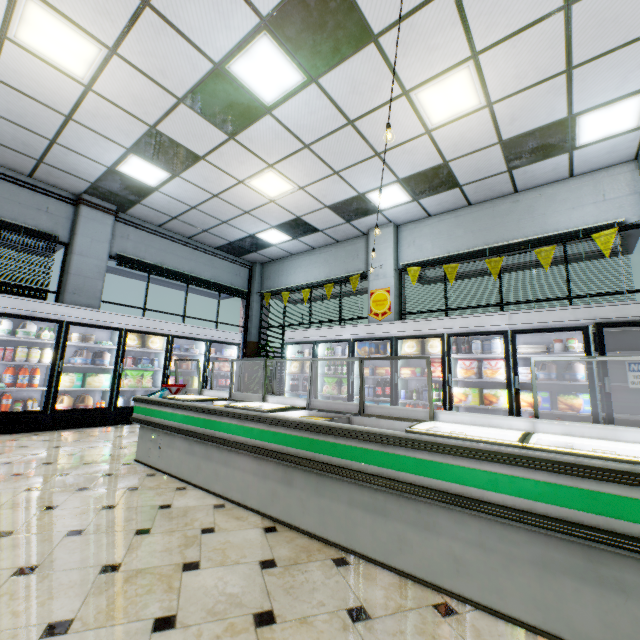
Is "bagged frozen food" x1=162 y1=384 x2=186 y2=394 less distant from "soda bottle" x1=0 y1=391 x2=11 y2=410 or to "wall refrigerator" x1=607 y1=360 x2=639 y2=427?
"soda bottle" x1=0 y1=391 x2=11 y2=410

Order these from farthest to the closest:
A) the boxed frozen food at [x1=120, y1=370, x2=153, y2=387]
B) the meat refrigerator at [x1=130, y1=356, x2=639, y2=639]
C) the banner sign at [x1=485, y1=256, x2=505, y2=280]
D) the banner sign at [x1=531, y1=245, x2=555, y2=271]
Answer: the boxed frozen food at [x1=120, y1=370, x2=153, y2=387] → the banner sign at [x1=485, y1=256, x2=505, y2=280] → the banner sign at [x1=531, y1=245, x2=555, y2=271] → the meat refrigerator at [x1=130, y1=356, x2=639, y2=639]

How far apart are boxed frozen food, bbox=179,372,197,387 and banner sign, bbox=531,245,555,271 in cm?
798

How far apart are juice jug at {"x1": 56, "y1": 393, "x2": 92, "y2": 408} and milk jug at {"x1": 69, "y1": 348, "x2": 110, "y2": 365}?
0.57m

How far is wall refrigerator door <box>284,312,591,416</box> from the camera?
5.12m

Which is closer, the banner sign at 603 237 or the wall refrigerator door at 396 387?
the banner sign at 603 237

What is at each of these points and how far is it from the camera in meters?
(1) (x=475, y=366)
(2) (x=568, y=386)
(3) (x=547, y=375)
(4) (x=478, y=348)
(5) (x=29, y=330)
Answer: (1) bagged frozen food, 5.7
(2) wall refrigerator, 5.2
(3) milk jug, 4.9
(4) yogurt container, 5.6
(5) milk jug, 5.7

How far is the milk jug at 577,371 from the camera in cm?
469
